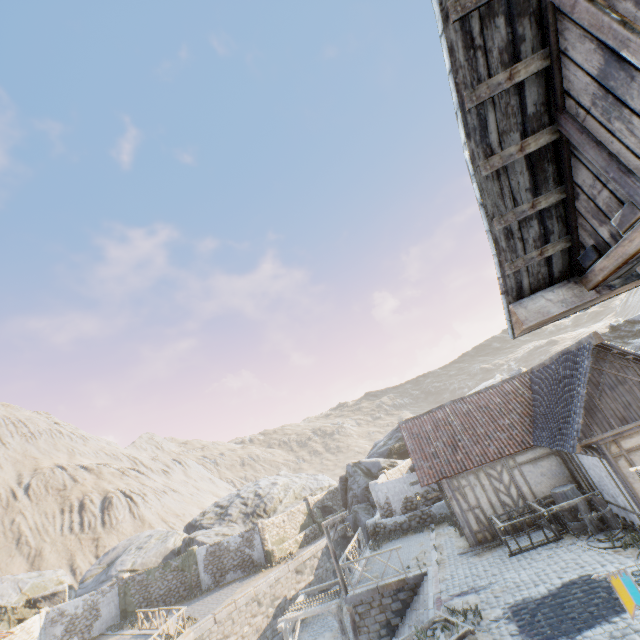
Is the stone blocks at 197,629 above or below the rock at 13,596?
below

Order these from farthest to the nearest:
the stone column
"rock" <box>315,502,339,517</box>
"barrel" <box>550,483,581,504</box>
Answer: "rock" <box>315,502,339,517</box> → the stone column → "barrel" <box>550,483,581,504</box>

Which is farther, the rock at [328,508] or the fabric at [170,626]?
the rock at [328,508]

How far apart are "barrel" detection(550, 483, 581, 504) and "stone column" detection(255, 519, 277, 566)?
21.1m

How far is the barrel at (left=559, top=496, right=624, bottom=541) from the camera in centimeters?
1079cm

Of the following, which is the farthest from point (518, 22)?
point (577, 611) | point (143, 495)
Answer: point (143, 495)

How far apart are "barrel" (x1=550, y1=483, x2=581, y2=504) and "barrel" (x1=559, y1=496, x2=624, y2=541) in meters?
1.0

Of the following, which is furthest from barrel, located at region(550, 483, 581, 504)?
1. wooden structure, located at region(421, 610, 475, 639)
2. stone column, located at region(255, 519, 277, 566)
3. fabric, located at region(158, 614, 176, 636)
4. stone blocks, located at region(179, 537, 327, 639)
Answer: stone column, located at region(255, 519, 277, 566)
